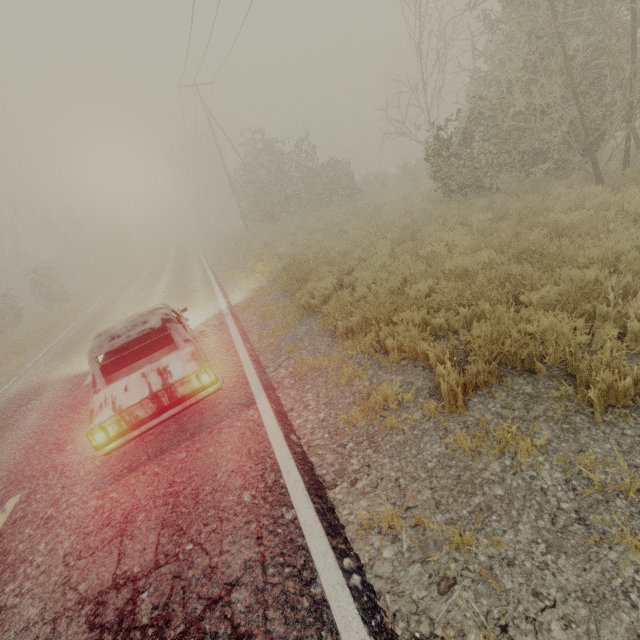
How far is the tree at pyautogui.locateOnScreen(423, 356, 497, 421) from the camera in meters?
3.6

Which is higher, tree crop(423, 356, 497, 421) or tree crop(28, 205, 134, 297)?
tree crop(28, 205, 134, 297)

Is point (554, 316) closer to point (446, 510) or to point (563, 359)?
point (563, 359)

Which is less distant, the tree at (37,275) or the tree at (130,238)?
A: the tree at (37,275)

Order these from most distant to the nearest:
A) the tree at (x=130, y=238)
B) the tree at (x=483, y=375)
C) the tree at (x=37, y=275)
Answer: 1. the tree at (x=130, y=238)
2. the tree at (x=37, y=275)
3. the tree at (x=483, y=375)

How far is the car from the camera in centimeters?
405cm

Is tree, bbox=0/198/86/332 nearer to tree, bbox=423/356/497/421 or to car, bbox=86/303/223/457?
car, bbox=86/303/223/457

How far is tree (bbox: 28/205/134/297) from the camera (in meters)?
31.80
